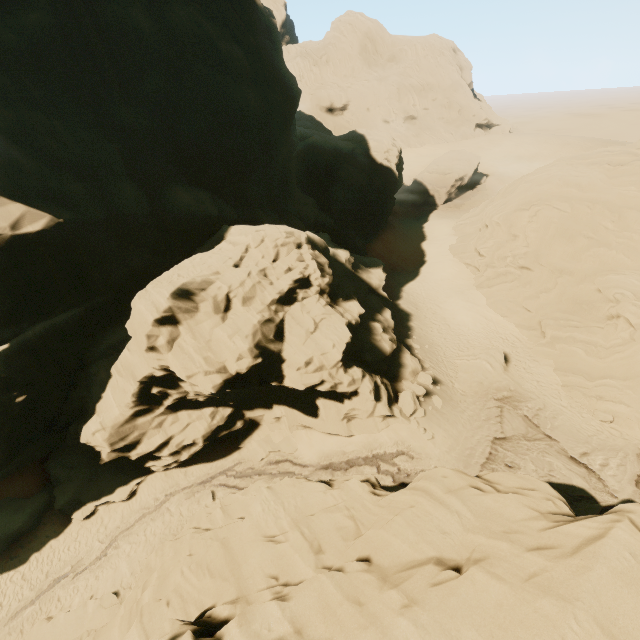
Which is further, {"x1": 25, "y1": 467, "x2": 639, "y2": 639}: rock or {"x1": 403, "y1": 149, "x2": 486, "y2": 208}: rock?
{"x1": 403, "y1": 149, "x2": 486, "y2": 208}: rock

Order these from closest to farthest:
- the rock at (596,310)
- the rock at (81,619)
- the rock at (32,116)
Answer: the rock at (81,619)
the rock at (32,116)
the rock at (596,310)

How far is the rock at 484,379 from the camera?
22.55m

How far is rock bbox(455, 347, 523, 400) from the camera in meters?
22.5

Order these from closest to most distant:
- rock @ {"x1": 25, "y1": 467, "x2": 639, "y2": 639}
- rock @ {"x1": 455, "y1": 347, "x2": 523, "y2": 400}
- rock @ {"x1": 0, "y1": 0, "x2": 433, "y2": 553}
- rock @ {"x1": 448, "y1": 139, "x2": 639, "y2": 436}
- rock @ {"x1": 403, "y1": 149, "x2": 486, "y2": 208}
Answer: rock @ {"x1": 25, "y1": 467, "x2": 639, "y2": 639} < rock @ {"x1": 0, "y1": 0, "x2": 433, "y2": 553} < rock @ {"x1": 448, "y1": 139, "x2": 639, "y2": 436} < rock @ {"x1": 455, "y1": 347, "x2": 523, "y2": 400} < rock @ {"x1": 403, "y1": 149, "x2": 486, "y2": 208}

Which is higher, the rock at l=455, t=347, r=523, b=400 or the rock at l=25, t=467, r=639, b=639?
the rock at l=25, t=467, r=639, b=639

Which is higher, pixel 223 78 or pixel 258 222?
pixel 223 78

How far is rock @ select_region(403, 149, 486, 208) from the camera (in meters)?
49.25
